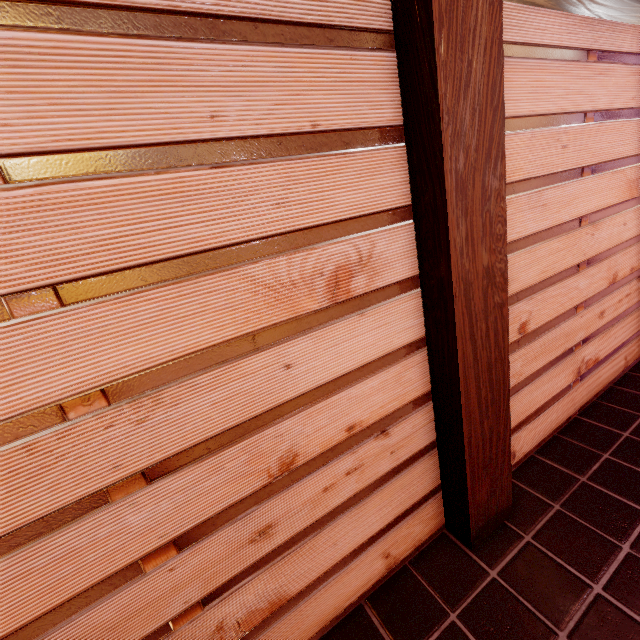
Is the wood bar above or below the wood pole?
above

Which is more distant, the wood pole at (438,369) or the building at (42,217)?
the wood pole at (438,369)

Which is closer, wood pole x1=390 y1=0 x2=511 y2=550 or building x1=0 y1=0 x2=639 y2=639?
building x1=0 y1=0 x2=639 y2=639

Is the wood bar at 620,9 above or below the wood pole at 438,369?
above

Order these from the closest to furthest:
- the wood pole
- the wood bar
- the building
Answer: the building → the wood pole → the wood bar

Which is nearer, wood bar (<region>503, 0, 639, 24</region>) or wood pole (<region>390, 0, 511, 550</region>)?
wood pole (<region>390, 0, 511, 550</region>)

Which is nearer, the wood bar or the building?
the building

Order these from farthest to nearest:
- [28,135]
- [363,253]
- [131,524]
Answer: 1. [363,253]
2. [131,524]
3. [28,135]
